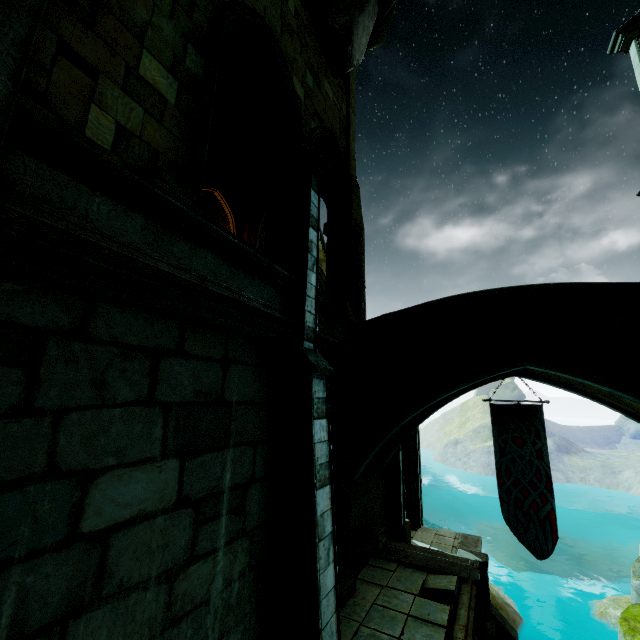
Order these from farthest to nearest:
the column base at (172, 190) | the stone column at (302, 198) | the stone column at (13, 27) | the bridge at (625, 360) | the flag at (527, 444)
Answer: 1. the flag at (527, 444)
2. the bridge at (625, 360)
3. the stone column at (302, 198)
4. the column base at (172, 190)
5. the stone column at (13, 27)

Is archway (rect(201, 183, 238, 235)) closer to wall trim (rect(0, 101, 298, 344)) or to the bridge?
the bridge

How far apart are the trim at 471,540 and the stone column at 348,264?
10.5m

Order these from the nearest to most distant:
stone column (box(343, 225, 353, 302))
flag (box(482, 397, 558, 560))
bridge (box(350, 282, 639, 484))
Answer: bridge (box(350, 282, 639, 484)) → stone column (box(343, 225, 353, 302)) → flag (box(482, 397, 558, 560))

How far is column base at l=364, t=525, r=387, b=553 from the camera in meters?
9.7

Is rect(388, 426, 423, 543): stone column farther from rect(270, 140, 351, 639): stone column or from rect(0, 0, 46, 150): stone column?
rect(0, 0, 46, 150): stone column

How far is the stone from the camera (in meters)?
9.78

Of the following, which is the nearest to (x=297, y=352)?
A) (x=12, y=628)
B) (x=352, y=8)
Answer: (x=12, y=628)
